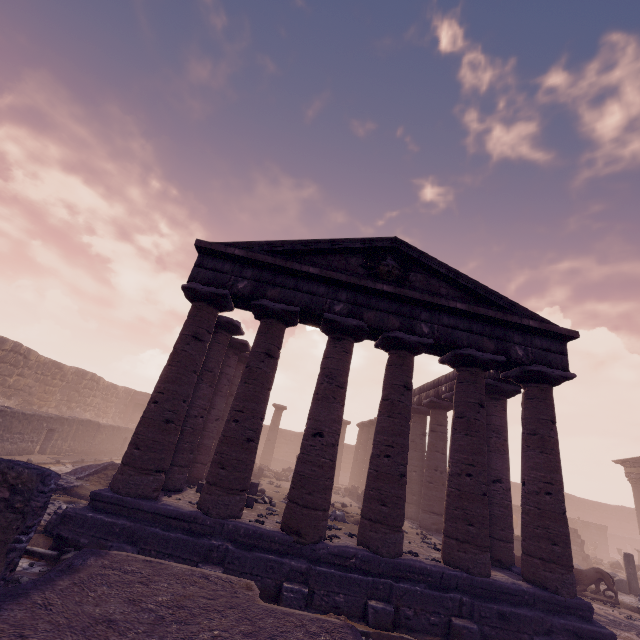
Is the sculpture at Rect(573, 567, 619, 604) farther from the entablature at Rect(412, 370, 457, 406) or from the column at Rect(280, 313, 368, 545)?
the column at Rect(280, 313, 368, 545)

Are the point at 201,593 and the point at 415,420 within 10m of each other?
no

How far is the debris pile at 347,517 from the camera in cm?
1077

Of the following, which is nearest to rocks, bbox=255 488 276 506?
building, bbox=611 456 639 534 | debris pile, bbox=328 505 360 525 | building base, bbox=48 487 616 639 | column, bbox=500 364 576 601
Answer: debris pile, bbox=328 505 360 525

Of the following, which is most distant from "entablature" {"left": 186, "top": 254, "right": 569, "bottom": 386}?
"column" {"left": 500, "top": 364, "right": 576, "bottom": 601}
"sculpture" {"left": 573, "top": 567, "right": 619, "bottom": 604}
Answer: "sculpture" {"left": 573, "top": 567, "right": 619, "bottom": 604}

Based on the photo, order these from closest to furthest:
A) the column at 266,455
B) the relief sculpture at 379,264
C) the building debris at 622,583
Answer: the relief sculpture at 379,264 < the building debris at 622,583 < the column at 266,455

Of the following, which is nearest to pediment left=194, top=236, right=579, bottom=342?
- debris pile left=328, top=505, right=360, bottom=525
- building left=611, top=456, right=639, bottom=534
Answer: debris pile left=328, top=505, right=360, bottom=525

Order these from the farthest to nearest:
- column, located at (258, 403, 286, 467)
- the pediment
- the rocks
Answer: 1. column, located at (258, 403, 286, 467)
2. the rocks
3. the pediment
